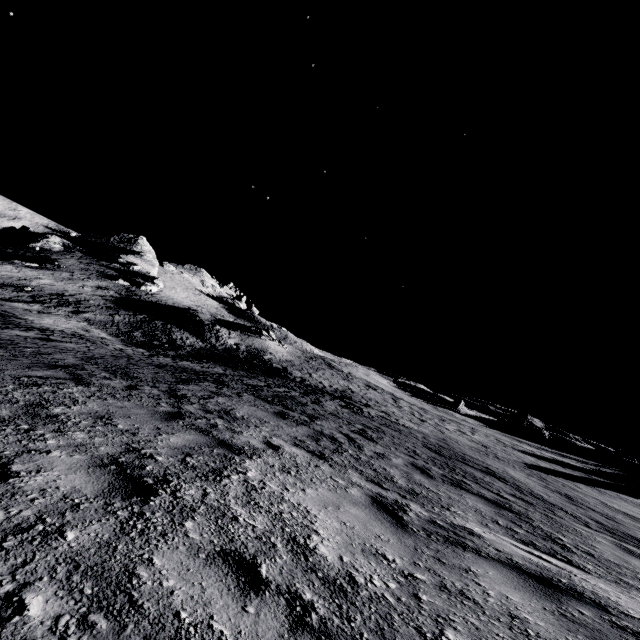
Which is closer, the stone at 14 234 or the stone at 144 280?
the stone at 144 280

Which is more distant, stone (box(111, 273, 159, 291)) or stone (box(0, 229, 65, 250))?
stone (box(0, 229, 65, 250))

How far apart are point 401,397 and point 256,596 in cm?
4295

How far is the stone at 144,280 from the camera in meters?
52.7

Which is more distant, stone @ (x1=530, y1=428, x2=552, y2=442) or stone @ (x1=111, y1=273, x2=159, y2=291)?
stone @ (x1=530, y1=428, x2=552, y2=442)

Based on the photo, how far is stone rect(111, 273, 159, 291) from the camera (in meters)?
52.68

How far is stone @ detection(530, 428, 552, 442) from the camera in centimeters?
5506cm
